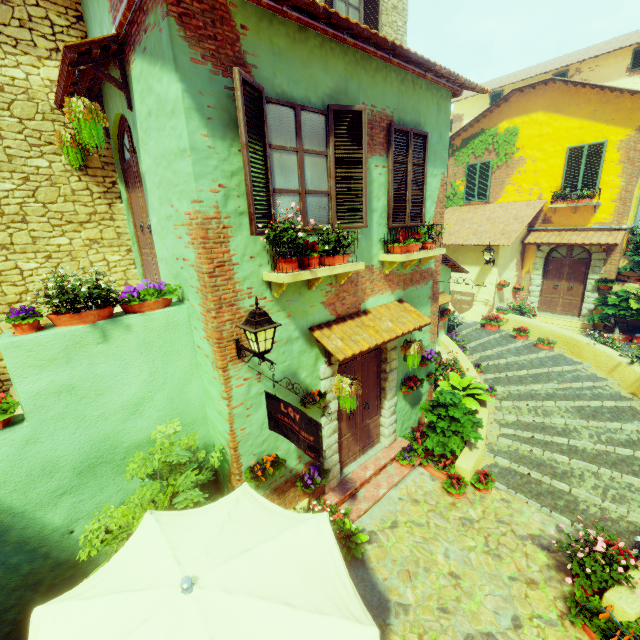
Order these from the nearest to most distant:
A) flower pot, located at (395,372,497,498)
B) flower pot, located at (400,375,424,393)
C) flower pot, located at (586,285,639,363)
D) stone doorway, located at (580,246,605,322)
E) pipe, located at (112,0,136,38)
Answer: pipe, located at (112,0,136,38) → flower pot, located at (395,372,497,498) → flower pot, located at (400,375,424,393) → flower pot, located at (586,285,639,363) → stone doorway, located at (580,246,605,322)

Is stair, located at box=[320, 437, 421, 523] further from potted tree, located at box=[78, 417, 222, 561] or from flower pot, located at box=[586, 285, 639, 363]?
flower pot, located at box=[586, 285, 639, 363]

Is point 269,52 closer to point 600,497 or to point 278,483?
point 278,483

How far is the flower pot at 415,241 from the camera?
5.7m

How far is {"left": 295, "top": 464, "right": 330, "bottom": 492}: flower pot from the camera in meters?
5.4

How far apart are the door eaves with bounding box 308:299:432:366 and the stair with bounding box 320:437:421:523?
2.52m

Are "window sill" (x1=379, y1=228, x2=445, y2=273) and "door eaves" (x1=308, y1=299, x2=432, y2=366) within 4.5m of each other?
yes

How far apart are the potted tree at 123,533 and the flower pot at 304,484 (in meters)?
2.12
